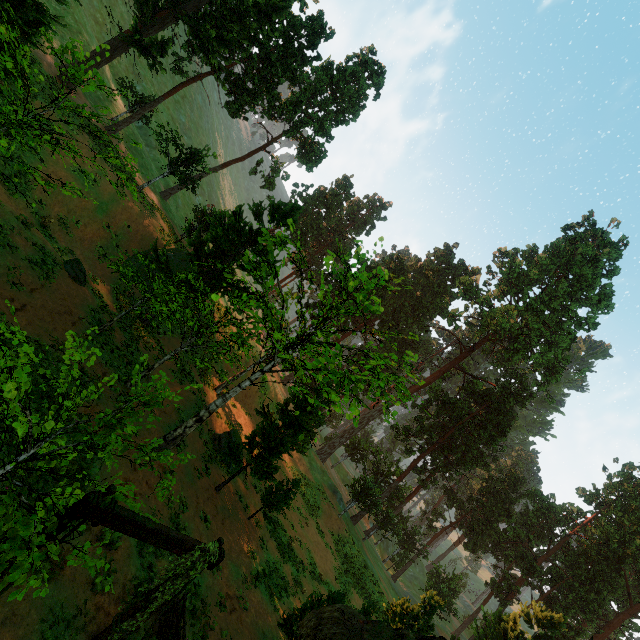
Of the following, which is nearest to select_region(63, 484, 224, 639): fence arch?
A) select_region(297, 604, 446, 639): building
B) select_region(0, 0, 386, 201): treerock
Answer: select_region(297, 604, 446, 639): building

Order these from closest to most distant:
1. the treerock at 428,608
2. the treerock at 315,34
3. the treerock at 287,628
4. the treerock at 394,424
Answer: the treerock at 315,34 < the treerock at 287,628 < the treerock at 428,608 < the treerock at 394,424

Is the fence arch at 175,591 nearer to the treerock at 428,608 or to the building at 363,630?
the building at 363,630

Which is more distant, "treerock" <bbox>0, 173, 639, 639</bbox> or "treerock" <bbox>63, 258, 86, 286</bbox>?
"treerock" <bbox>63, 258, 86, 286</bbox>

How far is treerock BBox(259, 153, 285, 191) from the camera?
38.9m

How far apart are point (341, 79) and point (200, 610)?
45.3m

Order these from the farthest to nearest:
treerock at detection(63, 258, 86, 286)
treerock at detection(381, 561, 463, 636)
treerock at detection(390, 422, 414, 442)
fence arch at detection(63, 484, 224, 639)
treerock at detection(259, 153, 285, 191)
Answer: treerock at detection(390, 422, 414, 442), treerock at detection(259, 153, 285, 191), treerock at detection(381, 561, 463, 636), treerock at detection(63, 258, 86, 286), fence arch at detection(63, 484, 224, 639)

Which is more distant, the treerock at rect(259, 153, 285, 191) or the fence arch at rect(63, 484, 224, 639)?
the treerock at rect(259, 153, 285, 191)
